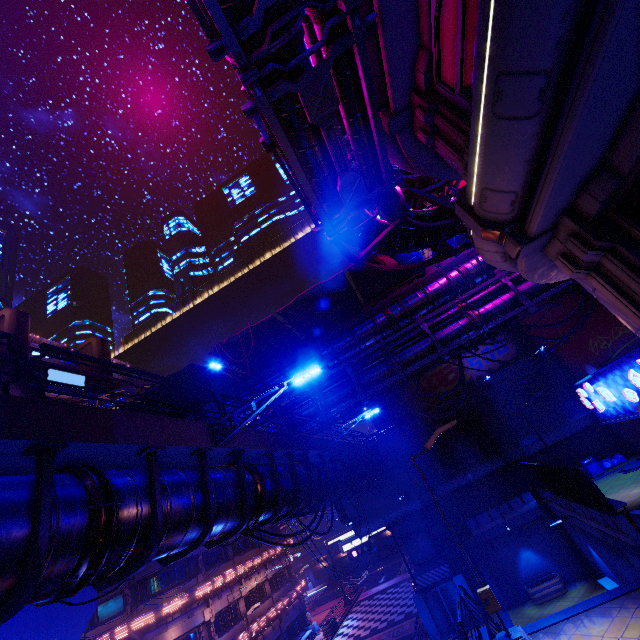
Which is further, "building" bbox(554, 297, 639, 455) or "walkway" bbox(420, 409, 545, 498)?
"walkway" bbox(420, 409, 545, 498)

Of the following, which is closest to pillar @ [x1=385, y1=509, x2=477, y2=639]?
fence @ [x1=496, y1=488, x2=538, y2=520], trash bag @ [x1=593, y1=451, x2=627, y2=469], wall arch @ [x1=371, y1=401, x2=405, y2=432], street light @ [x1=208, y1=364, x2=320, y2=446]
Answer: wall arch @ [x1=371, y1=401, x2=405, y2=432]

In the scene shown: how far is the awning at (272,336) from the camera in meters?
17.4

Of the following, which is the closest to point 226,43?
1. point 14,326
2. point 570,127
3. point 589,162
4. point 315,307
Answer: point 570,127

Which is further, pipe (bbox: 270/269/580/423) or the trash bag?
the trash bag

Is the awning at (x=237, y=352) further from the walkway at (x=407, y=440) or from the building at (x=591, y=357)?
the building at (x=591, y=357)

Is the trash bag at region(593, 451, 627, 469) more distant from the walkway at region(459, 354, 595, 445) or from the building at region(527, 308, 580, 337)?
the walkway at region(459, 354, 595, 445)

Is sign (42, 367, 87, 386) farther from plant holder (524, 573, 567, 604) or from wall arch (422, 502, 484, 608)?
plant holder (524, 573, 567, 604)
